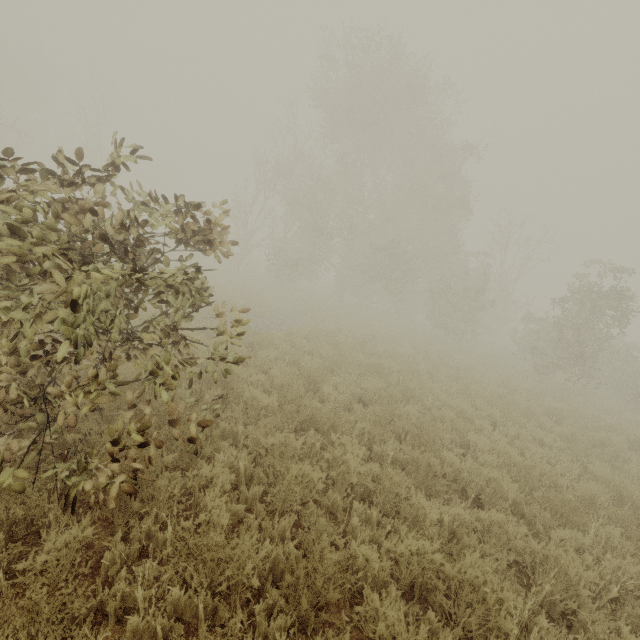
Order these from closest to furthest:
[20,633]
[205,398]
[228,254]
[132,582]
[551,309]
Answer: [20,633], [132,582], [228,254], [205,398], [551,309]
